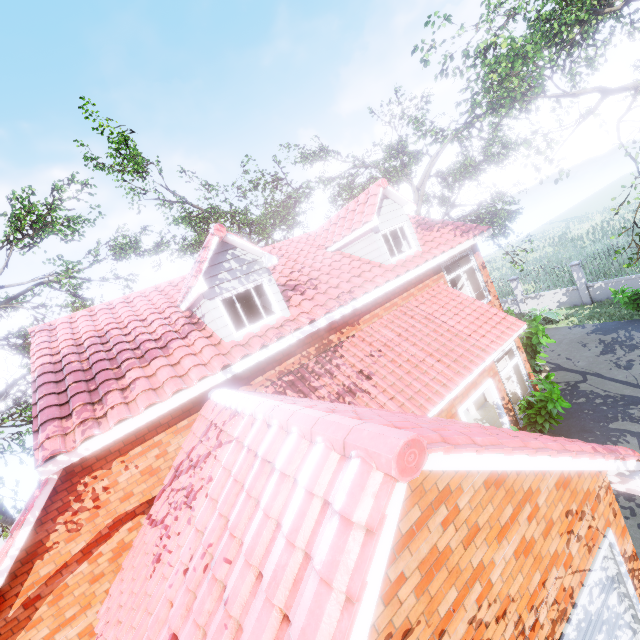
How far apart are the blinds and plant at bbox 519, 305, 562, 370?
10.56m

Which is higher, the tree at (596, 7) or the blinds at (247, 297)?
the tree at (596, 7)

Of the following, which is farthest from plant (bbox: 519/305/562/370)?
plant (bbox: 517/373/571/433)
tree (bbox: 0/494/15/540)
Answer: tree (bbox: 0/494/15/540)

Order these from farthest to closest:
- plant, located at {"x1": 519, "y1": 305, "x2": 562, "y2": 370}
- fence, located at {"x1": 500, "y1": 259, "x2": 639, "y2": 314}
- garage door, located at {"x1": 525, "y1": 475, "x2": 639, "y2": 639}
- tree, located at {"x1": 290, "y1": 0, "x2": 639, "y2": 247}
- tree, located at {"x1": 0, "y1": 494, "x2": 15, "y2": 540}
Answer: fence, located at {"x1": 500, "y1": 259, "x2": 639, "y2": 314} < plant, located at {"x1": 519, "y1": 305, "x2": 562, "y2": 370} < tree, located at {"x1": 0, "y1": 494, "x2": 15, "y2": 540} < tree, located at {"x1": 290, "y1": 0, "x2": 639, "y2": 247} < garage door, located at {"x1": 525, "y1": 475, "x2": 639, "y2": 639}

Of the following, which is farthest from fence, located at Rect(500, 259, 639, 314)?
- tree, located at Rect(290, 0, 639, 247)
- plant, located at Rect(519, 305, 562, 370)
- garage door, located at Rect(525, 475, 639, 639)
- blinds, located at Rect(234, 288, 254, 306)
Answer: blinds, located at Rect(234, 288, 254, 306)

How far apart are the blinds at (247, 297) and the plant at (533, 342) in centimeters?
1056cm

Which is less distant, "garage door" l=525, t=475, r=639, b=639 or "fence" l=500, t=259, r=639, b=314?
"garage door" l=525, t=475, r=639, b=639

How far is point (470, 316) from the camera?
10.52m
